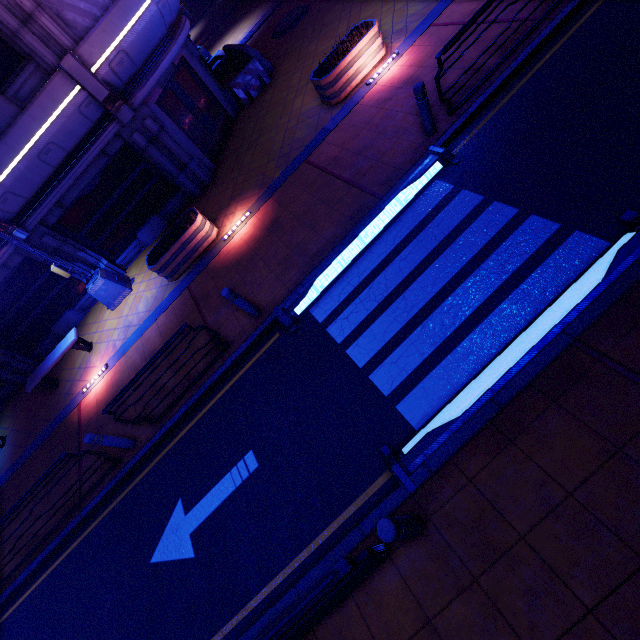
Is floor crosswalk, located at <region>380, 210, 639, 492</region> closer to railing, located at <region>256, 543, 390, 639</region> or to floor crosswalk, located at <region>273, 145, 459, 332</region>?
railing, located at <region>256, 543, 390, 639</region>

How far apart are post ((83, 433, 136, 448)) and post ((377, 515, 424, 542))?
6.5m

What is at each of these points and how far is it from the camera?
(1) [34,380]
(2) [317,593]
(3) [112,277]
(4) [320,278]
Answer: (1) bench, 10.5m
(2) railing, 3.1m
(3) street light, 11.2m
(4) floor crosswalk, 6.9m

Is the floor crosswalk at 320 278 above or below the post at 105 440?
below

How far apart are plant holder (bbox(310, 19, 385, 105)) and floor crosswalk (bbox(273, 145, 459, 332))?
4.1m

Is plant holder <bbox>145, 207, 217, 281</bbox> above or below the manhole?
above

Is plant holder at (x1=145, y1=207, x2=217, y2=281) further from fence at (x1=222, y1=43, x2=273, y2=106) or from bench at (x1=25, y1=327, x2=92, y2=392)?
fence at (x1=222, y1=43, x2=273, y2=106)

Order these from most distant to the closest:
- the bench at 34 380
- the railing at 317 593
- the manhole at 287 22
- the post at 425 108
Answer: the manhole at 287 22 < the bench at 34 380 < the post at 425 108 < the railing at 317 593
